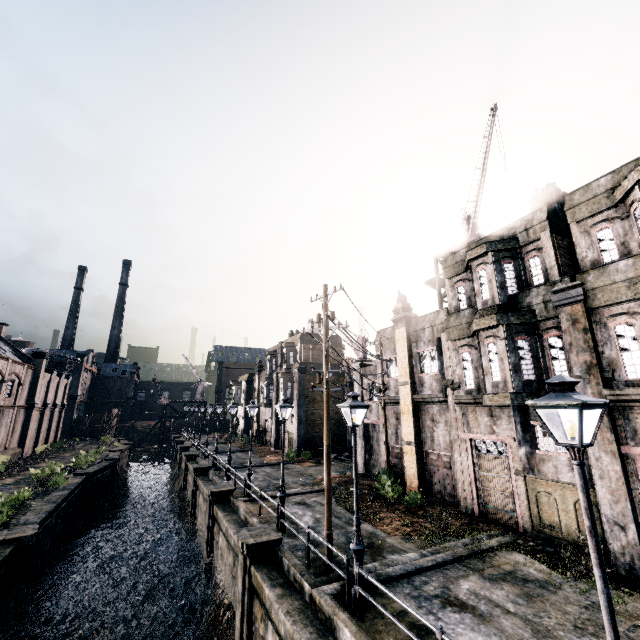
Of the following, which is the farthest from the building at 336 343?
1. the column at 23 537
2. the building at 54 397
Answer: the building at 54 397

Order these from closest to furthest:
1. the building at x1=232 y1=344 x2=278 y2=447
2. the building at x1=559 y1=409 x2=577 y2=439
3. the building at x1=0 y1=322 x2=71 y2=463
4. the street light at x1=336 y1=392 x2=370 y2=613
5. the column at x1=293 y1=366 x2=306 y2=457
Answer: the street light at x1=336 y1=392 x2=370 y2=613, the building at x1=559 y1=409 x2=577 y2=439, the building at x1=0 y1=322 x2=71 y2=463, the column at x1=293 y1=366 x2=306 y2=457, the building at x1=232 y1=344 x2=278 y2=447

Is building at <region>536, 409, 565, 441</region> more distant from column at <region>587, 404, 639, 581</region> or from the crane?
the crane

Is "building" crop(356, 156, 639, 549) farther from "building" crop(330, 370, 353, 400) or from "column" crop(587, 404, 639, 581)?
"building" crop(330, 370, 353, 400)

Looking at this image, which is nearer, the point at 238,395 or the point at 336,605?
the point at 336,605

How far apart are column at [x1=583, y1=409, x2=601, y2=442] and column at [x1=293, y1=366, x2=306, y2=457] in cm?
2691

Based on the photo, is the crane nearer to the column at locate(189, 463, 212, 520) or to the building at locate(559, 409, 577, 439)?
the building at locate(559, 409, 577, 439)

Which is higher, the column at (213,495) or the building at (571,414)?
the building at (571,414)
